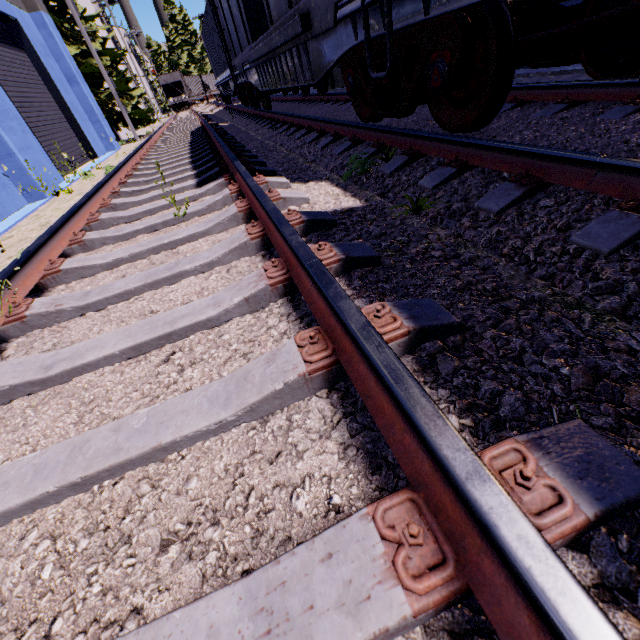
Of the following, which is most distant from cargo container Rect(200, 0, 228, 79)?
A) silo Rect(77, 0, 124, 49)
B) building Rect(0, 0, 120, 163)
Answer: silo Rect(77, 0, 124, 49)

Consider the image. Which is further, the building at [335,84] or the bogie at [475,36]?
the building at [335,84]

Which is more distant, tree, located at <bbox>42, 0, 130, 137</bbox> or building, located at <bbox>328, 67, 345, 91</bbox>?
tree, located at <bbox>42, 0, 130, 137</bbox>

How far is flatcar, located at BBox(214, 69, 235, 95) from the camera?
14.53m

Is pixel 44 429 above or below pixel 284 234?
below

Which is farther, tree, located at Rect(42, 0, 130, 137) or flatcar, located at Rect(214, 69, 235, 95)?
tree, located at Rect(42, 0, 130, 137)

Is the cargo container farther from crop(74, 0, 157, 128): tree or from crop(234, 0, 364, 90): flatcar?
crop(74, 0, 157, 128): tree

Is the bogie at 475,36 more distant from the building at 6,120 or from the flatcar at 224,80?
the flatcar at 224,80
